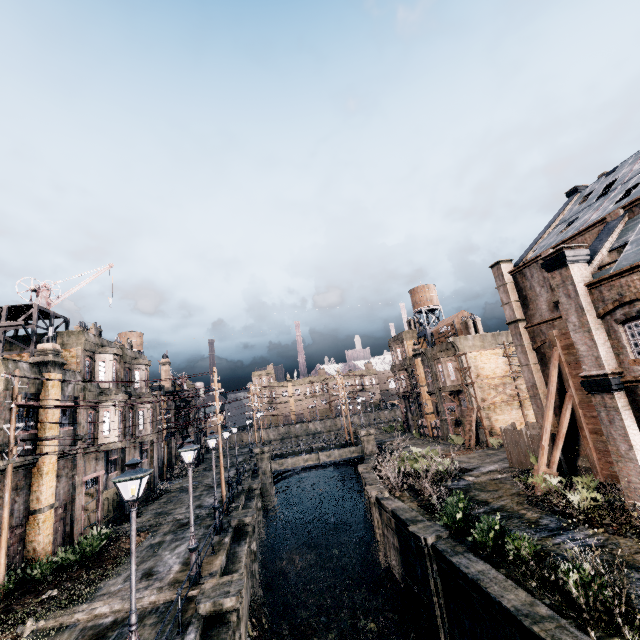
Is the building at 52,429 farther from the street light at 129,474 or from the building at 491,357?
the building at 491,357

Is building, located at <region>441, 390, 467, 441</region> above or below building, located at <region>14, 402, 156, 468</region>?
below

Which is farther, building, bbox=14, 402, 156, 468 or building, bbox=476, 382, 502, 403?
building, bbox=476, 382, 502, 403

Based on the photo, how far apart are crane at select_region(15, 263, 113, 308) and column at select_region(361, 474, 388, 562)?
26.99m

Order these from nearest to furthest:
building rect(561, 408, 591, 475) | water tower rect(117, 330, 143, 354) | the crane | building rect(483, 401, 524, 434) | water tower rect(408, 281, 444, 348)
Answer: building rect(561, 408, 591, 475)
the crane
building rect(483, 401, 524, 434)
water tower rect(117, 330, 143, 354)
water tower rect(408, 281, 444, 348)

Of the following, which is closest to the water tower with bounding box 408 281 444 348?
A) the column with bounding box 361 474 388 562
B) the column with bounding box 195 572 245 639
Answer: the column with bounding box 361 474 388 562

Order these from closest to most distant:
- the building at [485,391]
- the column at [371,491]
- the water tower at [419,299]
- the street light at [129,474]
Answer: the street light at [129,474], the column at [371,491], the building at [485,391], the water tower at [419,299]

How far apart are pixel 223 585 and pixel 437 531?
9.7 meters
